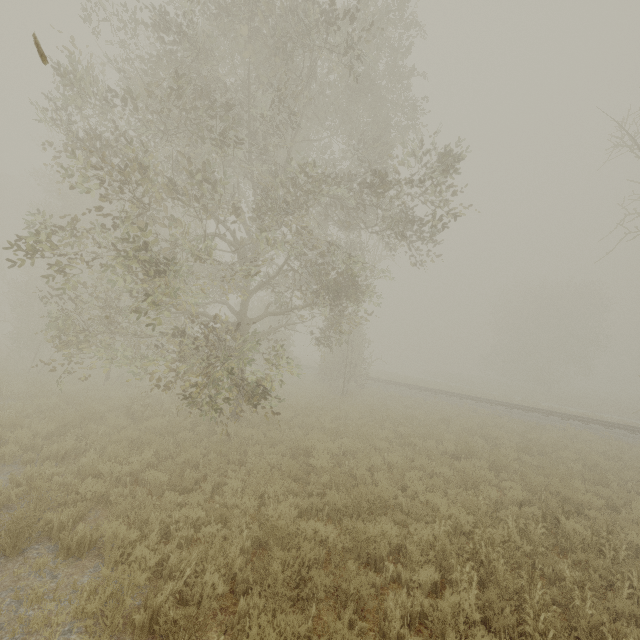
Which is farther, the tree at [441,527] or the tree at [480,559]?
the tree at [441,527]

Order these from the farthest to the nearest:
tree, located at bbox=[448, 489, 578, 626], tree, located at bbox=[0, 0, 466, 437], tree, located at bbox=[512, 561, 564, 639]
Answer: tree, located at bbox=[0, 0, 466, 437] → tree, located at bbox=[448, 489, 578, 626] → tree, located at bbox=[512, 561, 564, 639]

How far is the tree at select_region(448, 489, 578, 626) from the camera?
4.55m

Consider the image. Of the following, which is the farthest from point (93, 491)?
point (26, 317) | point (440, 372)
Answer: point (440, 372)

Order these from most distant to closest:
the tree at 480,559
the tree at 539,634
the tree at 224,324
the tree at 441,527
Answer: the tree at 224,324 < the tree at 441,527 < the tree at 480,559 < the tree at 539,634

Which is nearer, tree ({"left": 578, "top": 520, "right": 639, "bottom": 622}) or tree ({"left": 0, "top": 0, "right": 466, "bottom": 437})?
tree ({"left": 578, "top": 520, "right": 639, "bottom": 622})
